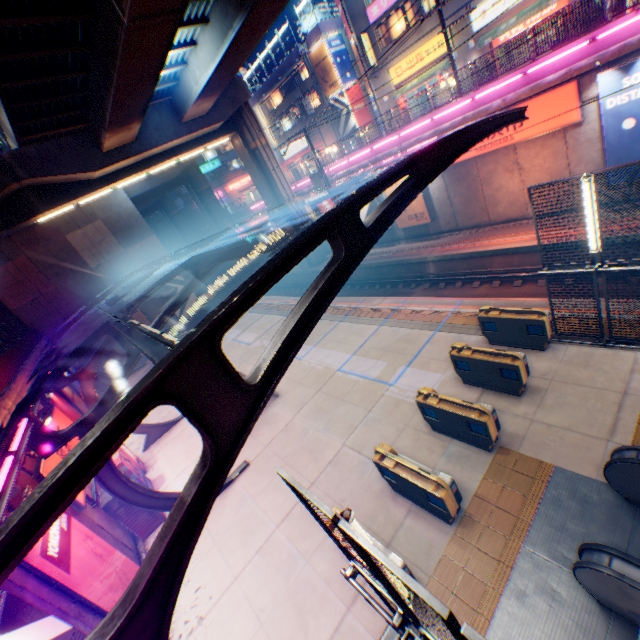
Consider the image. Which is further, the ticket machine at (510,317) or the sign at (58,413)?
the sign at (58,413)

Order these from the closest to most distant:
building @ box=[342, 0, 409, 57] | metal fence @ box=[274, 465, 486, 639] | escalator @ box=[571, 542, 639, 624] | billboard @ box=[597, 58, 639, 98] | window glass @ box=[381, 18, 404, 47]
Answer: metal fence @ box=[274, 465, 486, 639] < escalator @ box=[571, 542, 639, 624] < billboard @ box=[597, 58, 639, 98] < building @ box=[342, 0, 409, 57] < window glass @ box=[381, 18, 404, 47]

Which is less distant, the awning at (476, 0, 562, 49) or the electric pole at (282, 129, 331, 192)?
the awning at (476, 0, 562, 49)

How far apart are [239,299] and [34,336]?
27.0 meters

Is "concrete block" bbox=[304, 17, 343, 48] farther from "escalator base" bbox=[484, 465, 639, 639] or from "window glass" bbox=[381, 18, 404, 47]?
"escalator base" bbox=[484, 465, 639, 639]

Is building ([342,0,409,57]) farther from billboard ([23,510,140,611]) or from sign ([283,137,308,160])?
billboard ([23,510,140,611])

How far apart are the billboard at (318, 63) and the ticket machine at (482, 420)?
36.71m

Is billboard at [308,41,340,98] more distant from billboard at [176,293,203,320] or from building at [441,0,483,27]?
billboard at [176,293,203,320]
